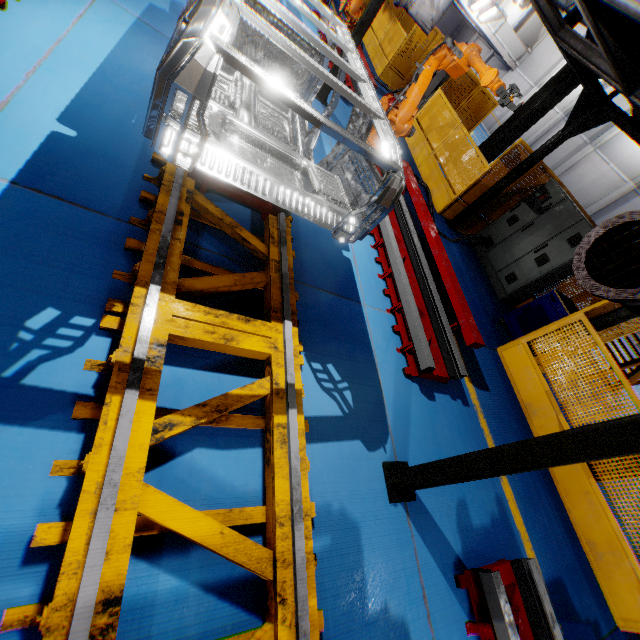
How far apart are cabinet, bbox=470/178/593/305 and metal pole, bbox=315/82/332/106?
5.0m

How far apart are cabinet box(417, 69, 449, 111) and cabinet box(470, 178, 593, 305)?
5.87m

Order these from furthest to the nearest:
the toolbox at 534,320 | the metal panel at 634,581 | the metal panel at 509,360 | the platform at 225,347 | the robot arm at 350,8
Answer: the robot arm at 350,8, the toolbox at 534,320, the metal panel at 509,360, the metal panel at 634,581, the platform at 225,347

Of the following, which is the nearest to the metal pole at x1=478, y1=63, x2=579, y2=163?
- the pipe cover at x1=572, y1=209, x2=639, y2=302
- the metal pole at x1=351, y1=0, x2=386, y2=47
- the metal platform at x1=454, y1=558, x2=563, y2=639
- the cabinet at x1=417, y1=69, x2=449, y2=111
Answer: the cabinet at x1=417, y1=69, x2=449, y2=111

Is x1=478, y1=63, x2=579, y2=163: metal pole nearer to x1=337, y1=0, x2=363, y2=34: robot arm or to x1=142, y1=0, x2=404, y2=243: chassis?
x1=337, y1=0, x2=363, y2=34: robot arm

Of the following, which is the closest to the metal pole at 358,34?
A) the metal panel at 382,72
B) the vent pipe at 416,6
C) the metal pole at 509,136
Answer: the vent pipe at 416,6

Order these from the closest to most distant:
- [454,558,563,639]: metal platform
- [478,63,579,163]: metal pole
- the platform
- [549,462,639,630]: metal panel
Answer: the platform, [454,558,563,639]: metal platform, [549,462,639,630]: metal panel, [478,63,579,163]: metal pole

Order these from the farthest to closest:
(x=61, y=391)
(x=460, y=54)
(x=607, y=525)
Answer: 1. (x=460, y=54)
2. (x=607, y=525)
3. (x=61, y=391)
